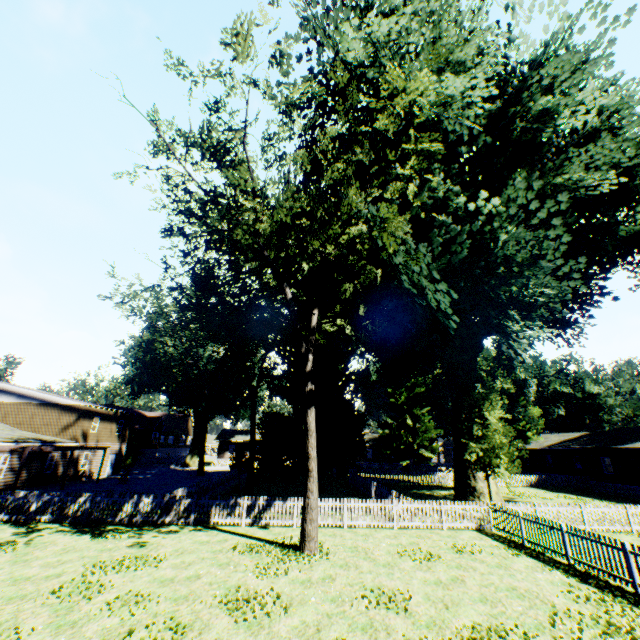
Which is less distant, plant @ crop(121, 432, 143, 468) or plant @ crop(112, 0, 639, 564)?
plant @ crop(112, 0, 639, 564)

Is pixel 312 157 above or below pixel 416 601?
above

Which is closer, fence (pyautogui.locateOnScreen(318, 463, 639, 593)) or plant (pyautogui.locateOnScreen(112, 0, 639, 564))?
fence (pyautogui.locateOnScreen(318, 463, 639, 593))

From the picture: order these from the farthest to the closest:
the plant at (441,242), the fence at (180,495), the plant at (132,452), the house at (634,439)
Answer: the plant at (132,452)
the house at (634,439)
the fence at (180,495)
the plant at (441,242)

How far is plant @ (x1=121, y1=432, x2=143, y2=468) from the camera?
41.78m

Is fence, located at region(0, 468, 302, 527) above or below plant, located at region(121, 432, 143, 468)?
below

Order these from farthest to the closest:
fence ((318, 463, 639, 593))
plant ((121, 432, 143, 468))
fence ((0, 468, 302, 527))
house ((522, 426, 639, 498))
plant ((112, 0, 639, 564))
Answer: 1. plant ((121, 432, 143, 468))
2. house ((522, 426, 639, 498))
3. fence ((0, 468, 302, 527))
4. plant ((112, 0, 639, 564))
5. fence ((318, 463, 639, 593))

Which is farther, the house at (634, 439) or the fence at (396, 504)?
the house at (634, 439)
